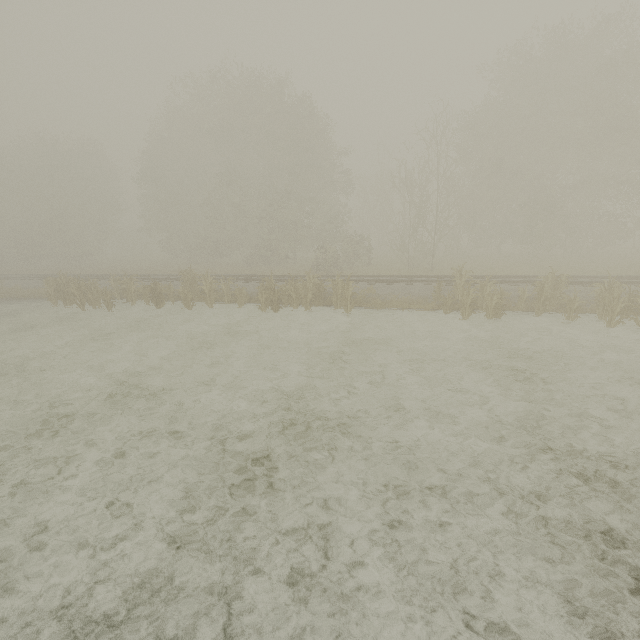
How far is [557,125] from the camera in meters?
23.3

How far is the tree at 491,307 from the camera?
12.8 meters

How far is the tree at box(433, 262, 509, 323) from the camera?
12.8m

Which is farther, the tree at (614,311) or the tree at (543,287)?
the tree at (543,287)

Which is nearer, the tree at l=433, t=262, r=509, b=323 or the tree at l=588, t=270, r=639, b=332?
the tree at l=588, t=270, r=639, b=332

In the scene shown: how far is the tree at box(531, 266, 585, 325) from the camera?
12.2 meters

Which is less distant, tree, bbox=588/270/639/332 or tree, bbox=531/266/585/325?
tree, bbox=588/270/639/332
